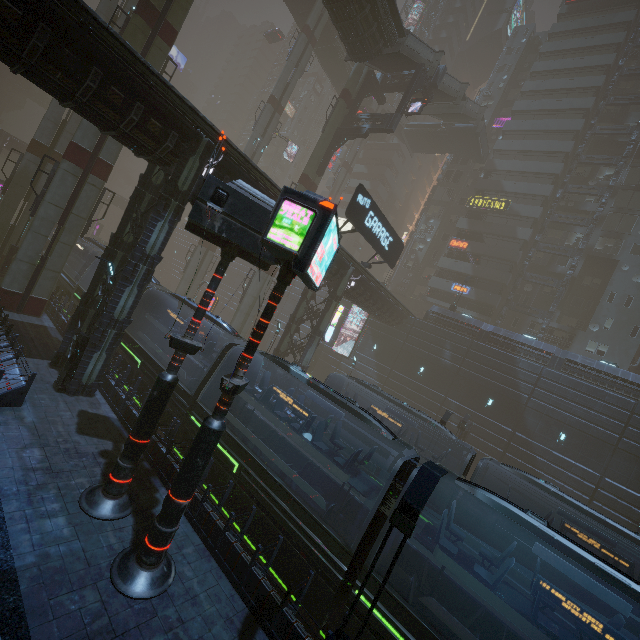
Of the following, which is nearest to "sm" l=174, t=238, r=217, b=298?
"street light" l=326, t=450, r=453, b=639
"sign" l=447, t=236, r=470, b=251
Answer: "street light" l=326, t=450, r=453, b=639

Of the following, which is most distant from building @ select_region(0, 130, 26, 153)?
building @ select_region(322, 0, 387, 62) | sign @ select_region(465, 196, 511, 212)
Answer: building @ select_region(322, 0, 387, 62)

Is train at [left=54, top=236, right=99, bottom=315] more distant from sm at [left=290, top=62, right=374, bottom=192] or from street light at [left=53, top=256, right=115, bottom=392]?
street light at [left=53, top=256, right=115, bottom=392]

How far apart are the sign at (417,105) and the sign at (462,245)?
20.2m

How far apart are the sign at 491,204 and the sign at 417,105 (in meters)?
19.98

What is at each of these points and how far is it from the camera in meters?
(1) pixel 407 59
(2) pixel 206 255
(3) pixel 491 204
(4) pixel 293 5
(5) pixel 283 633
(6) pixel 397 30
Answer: (1) stairs, 27.8
(2) sm, 37.4
(3) sign, 42.3
(4) bridge, 39.8
(5) building, 7.3
(6) bridge, 24.6

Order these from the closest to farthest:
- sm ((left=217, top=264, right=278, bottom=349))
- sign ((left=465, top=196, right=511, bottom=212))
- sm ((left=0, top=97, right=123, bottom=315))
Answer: sm ((left=0, top=97, right=123, bottom=315)), sm ((left=217, top=264, right=278, bottom=349)), sign ((left=465, top=196, right=511, bottom=212))

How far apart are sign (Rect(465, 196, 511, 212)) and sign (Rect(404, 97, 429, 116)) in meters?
20.0
